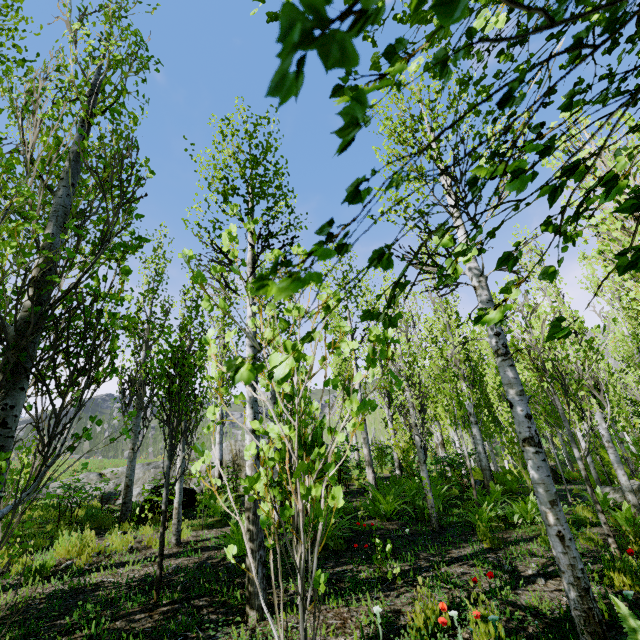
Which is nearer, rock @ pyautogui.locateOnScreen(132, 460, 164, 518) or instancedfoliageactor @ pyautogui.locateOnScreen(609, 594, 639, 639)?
instancedfoliageactor @ pyautogui.locateOnScreen(609, 594, 639, 639)

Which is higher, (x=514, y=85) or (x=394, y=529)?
(x=514, y=85)

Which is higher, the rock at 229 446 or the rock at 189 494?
the rock at 229 446

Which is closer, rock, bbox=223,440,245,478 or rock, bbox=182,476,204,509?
rock, bbox=182,476,204,509

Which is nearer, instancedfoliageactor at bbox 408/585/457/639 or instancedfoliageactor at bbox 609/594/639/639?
instancedfoliageactor at bbox 609/594/639/639

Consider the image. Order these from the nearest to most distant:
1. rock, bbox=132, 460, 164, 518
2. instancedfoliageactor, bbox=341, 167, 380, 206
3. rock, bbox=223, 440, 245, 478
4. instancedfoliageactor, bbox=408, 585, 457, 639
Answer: instancedfoliageactor, bbox=341, 167, 380, 206 → instancedfoliageactor, bbox=408, 585, 457, 639 → rock, bbox=132, 460, 164, 518 → rock, bbox=223, 440, 245, 478

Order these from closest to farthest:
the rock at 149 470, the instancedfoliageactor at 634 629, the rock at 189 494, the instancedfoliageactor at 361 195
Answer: the instancedfoliageactor at 361 195
the instancedfoliageactor at 634 629
the rock at 149 470
the rock at 189 494

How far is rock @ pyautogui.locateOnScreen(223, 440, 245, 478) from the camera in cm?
1384
